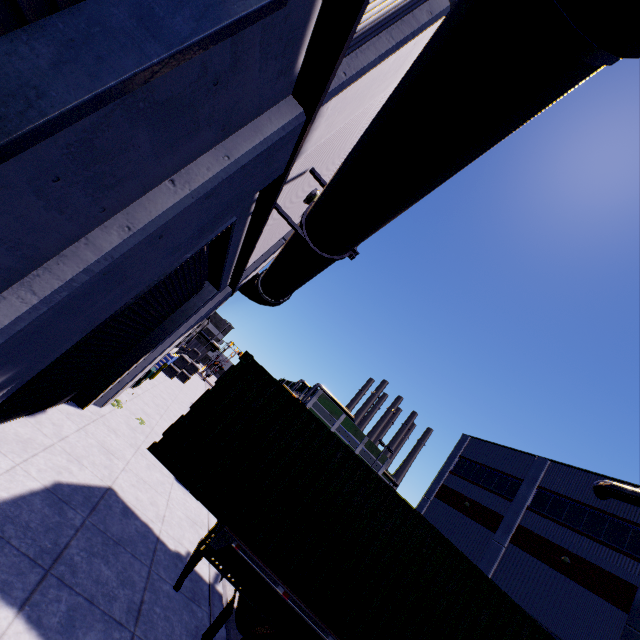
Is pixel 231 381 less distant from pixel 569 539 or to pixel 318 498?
Result: pixel 318 498

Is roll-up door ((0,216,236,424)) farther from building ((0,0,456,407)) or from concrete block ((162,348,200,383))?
concrete block ((162,348,200,383))

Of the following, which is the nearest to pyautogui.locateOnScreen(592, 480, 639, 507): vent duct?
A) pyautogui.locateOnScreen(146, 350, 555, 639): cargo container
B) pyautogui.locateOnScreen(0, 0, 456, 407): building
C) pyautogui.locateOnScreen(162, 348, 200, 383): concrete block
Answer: pyautogui.locateOnScreen(0, 0, 456, 407): building

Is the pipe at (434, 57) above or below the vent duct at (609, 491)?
below

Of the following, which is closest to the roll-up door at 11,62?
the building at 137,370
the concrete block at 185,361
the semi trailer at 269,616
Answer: the building at 137,370

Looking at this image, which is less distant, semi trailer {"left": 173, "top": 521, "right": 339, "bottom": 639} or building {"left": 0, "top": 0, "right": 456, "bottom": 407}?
building {"left": 0, "top": 0, "right": 456, "bottom": 407}

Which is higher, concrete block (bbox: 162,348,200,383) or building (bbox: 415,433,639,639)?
building (bbox: 415,433,639,639)

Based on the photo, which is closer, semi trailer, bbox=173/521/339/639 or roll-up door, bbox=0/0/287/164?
roll-up door, bbox=0/0/287/164
